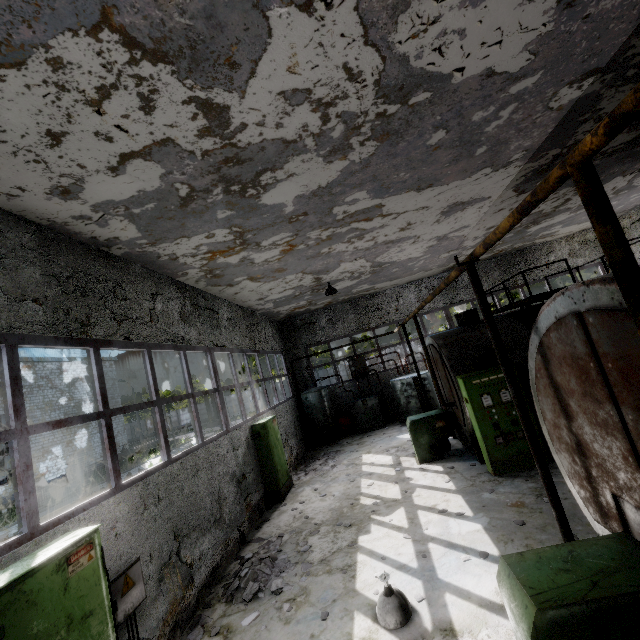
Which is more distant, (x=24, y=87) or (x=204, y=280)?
(x=204, y=280)

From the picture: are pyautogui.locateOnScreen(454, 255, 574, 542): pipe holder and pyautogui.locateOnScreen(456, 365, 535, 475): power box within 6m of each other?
yes

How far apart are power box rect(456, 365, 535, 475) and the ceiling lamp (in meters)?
4.25

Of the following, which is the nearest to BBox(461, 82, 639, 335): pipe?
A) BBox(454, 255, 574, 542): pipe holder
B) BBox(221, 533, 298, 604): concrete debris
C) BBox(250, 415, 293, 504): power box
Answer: BBox(454, 255, 574, 542): pipe holder

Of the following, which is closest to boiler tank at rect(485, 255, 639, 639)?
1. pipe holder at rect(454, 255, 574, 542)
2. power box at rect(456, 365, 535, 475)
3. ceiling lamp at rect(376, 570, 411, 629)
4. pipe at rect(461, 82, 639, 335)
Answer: pipe holder at rect(454, 255, 574, 542)

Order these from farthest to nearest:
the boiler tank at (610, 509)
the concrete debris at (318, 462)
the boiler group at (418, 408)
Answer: the boiler group at (418, 408)
the concrete debris at (318, 462)
the boiler tank at (610, 509)

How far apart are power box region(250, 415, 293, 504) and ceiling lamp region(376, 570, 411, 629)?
5.7 meters

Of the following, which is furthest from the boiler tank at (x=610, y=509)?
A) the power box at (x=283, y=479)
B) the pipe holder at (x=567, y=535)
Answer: the power box at (x=283, y=479)
